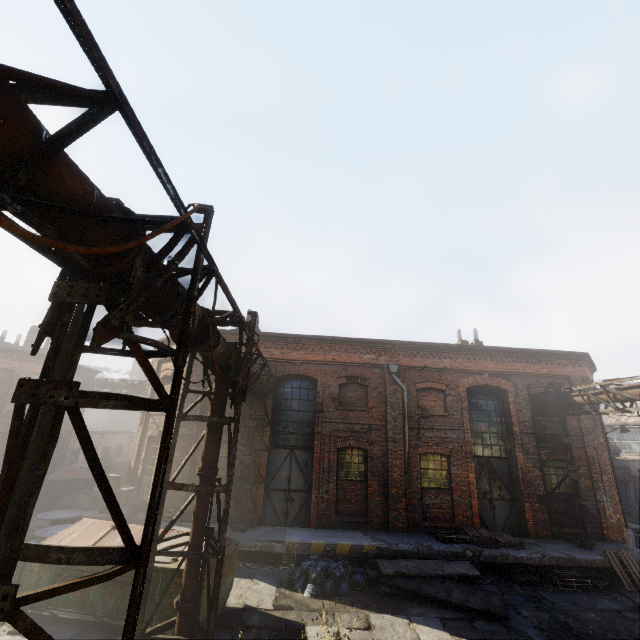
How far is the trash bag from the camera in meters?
9.2

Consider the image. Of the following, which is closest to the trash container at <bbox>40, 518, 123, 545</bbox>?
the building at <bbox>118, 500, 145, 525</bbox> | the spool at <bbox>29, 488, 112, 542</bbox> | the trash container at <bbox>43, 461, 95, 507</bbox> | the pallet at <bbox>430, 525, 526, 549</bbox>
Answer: the building at <bbox>118, 500, 145, 525</bbox>

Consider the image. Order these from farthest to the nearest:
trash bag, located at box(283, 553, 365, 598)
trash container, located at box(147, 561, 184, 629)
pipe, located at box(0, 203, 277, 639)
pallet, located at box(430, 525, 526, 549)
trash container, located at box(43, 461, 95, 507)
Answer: trash container, located at box(43, 461, 95, 507) < pallet, located at box(430, 525, 526, 549) < trash bag, located at box(283, 553, 365, 598) < trash container, located at box(147, 561, 184, 629) < pipe, located at box(0, 203, 277, 639)

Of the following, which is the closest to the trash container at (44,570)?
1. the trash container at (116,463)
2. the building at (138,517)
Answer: the building at (138,517)

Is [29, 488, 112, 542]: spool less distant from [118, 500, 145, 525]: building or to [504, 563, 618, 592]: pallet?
[118, 500, 145, 525]: building

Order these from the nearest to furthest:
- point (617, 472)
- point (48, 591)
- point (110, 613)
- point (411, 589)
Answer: point (48, 591), point (110, 613), point (411, 589), point (617, 472)

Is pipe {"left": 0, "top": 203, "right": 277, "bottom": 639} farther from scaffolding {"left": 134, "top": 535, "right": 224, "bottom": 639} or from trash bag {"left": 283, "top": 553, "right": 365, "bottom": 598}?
trash bag {"left": 283, "top": 553, "right": 365, "bottom": 598}

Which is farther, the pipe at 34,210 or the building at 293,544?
the building at 293,544
